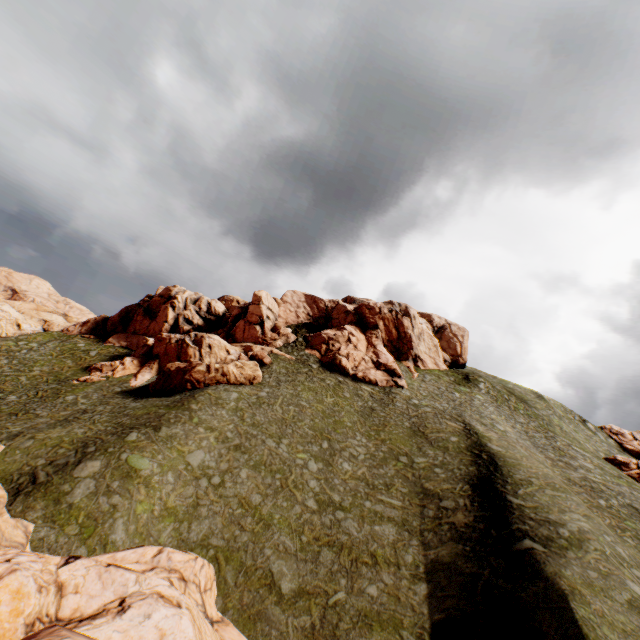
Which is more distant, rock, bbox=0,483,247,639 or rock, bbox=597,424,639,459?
rock, bbox=597,424,639,459

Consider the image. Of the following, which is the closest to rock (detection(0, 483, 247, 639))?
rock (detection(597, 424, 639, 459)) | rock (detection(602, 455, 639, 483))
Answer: rock (detection(602, 455, 639, 483))

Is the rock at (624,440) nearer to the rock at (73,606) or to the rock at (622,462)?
the rock at (622,462)

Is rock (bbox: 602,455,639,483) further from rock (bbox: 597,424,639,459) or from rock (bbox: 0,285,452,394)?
rock (bbox: 0,285,452,394)

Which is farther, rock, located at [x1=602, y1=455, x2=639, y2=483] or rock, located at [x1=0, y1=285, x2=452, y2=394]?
rock, located at [x1=602, y1=455, x2=639, y2=483]

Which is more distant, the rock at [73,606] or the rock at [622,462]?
the rock at [622,462]

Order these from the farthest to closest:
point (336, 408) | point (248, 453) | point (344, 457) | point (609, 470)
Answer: point (609, 470) < point (336, 408) < point (344, 457) < point (248, 453)
